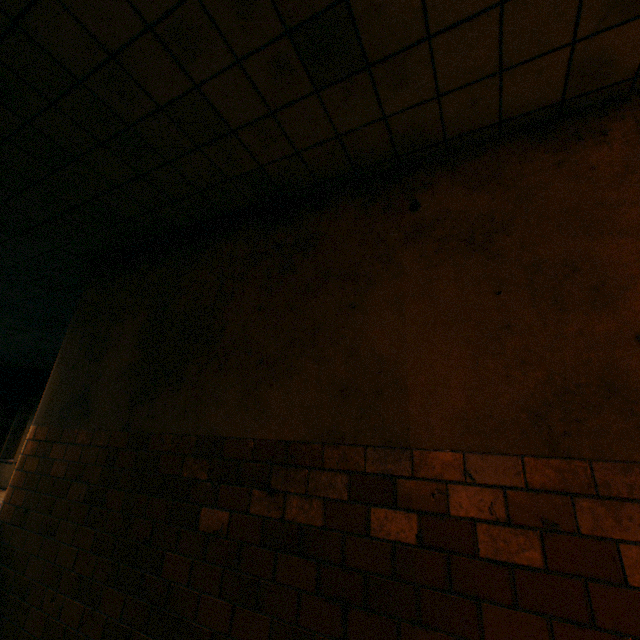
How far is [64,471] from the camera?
2.9m
